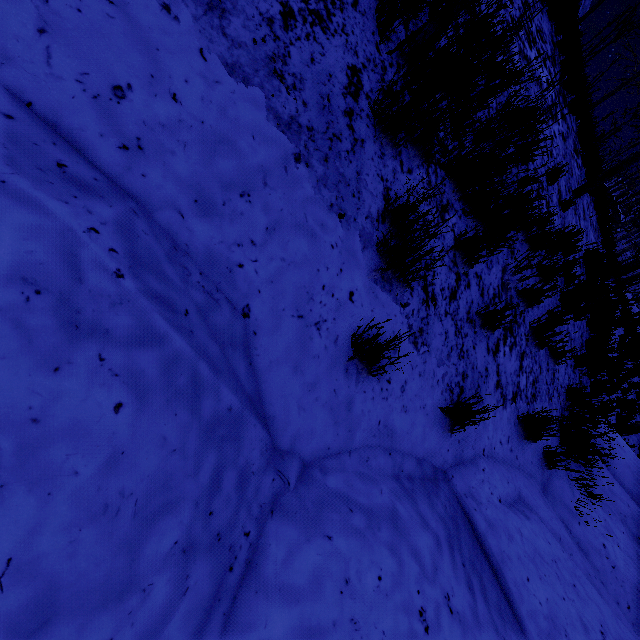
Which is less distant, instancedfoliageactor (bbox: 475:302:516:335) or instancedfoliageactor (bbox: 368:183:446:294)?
instancedfoliageactor (bbox: 368:183:446:294)

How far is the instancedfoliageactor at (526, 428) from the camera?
3.33m

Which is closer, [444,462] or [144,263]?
[144,263]

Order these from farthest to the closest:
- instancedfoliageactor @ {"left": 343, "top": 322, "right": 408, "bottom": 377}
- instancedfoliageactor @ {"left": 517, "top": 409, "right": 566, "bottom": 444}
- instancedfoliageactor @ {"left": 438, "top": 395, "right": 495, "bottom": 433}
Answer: instancedfoliageactor @ {"left": 517, "top": 409, "right": 566, "bottom": 444}, instancedfoliageactor @ {"left": 438, "top": 395, "right": 495, "bottom": 433}, instancedfoliageactor @ {"left": 343, "top": 322, "right": 408, "bottom": 377}

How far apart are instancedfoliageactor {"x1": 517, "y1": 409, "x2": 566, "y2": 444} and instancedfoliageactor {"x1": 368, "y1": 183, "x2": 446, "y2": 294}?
2.47m

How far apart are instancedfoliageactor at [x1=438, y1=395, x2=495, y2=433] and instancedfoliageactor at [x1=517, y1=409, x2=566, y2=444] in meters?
1.4 m

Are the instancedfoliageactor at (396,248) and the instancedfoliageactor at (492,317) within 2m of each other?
yes

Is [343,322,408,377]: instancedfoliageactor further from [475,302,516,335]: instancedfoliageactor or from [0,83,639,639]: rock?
[475,302,516,335]: instancedfoliageactor
